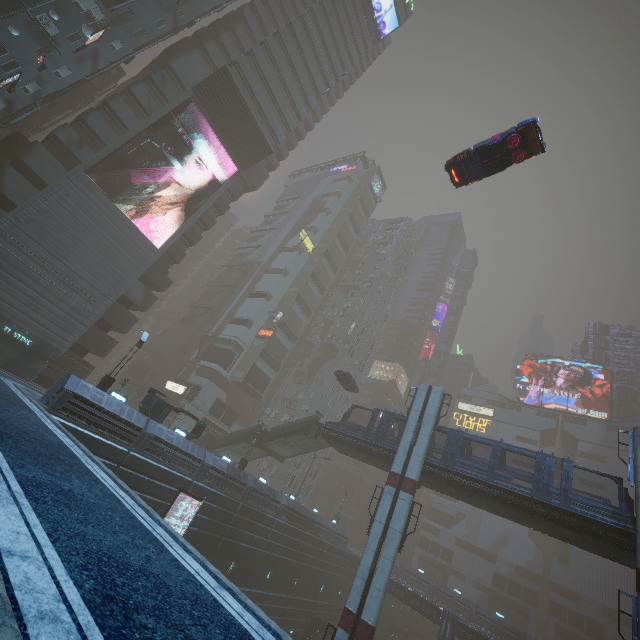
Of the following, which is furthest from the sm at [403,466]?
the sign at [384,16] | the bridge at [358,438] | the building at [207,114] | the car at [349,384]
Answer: the sign at [384,16]

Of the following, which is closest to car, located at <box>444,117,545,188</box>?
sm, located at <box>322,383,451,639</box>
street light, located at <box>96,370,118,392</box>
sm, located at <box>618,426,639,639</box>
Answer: street light, located at <box>96,370,118,392</box>

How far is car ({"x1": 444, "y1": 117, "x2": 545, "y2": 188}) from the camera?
15.16m

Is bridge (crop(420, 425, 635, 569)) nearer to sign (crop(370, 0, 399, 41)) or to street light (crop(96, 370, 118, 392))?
street light (crop(96, 370, 118, 392))

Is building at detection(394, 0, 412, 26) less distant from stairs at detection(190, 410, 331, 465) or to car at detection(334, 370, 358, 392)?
stairs at detection(190, 410, 331, 465)

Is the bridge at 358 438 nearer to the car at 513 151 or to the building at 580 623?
the building at 580 623

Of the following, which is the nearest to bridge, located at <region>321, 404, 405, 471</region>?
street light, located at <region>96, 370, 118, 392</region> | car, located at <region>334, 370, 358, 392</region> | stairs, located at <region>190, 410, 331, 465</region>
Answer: stairs, located at <region>190, 410, 331, 465</region>

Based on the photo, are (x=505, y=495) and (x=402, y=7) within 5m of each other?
no
